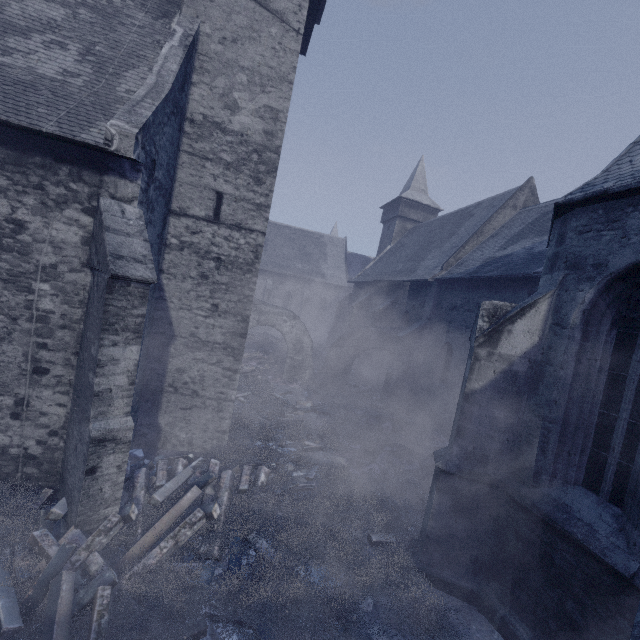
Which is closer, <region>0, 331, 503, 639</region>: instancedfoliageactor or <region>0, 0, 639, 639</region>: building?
<region>0, 331, 503, 639</region>: instancedfoliageactor

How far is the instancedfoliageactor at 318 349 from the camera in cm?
2278

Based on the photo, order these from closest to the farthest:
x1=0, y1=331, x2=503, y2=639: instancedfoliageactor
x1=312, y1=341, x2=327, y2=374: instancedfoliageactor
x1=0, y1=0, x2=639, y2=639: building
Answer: x1=0, y1=331, x2=503, y2=639: instancedfoliageactor < x1=0, y1=0, x2=639, y2=639: building < x1=312, y1=341, x2=327, y2=374: instancedfoliageactor

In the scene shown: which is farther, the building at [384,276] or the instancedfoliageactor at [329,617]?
the building at [384,276]

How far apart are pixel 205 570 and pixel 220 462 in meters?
3.0

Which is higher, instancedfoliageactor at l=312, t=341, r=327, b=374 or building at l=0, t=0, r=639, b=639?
building at l=0, t=0, r=639, b=639

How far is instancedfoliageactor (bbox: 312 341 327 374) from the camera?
22.8m
